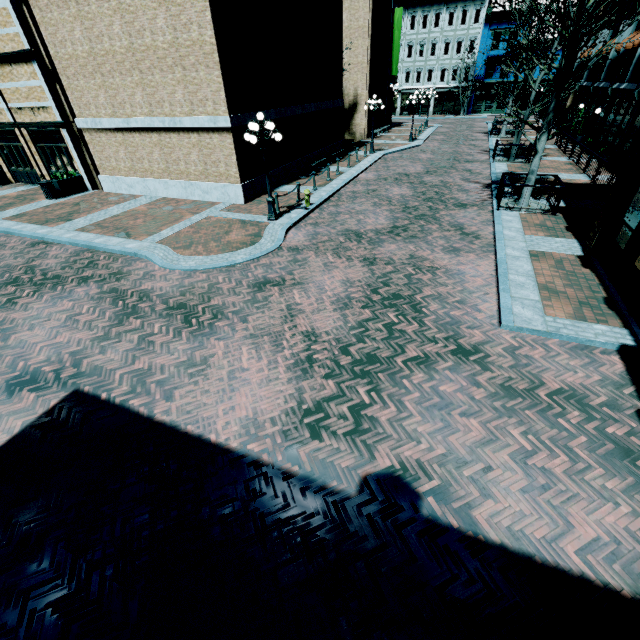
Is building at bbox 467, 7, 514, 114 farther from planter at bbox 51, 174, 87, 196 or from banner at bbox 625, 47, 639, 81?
planter at bbox 51, 174, 87, 196

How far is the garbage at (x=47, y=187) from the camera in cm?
1652

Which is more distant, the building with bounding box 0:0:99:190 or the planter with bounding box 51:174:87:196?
the planter with bounding box 51:174:87:196

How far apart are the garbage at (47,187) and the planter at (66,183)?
0.1 meters

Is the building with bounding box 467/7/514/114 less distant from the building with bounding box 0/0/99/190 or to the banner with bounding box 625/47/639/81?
the building with bounding box 0/0/99/190

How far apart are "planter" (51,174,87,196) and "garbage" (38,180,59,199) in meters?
0.1 m

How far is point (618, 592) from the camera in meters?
3.4

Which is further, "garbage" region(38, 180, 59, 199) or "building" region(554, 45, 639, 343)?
"garbage" region(38, 180, 59, 199)
